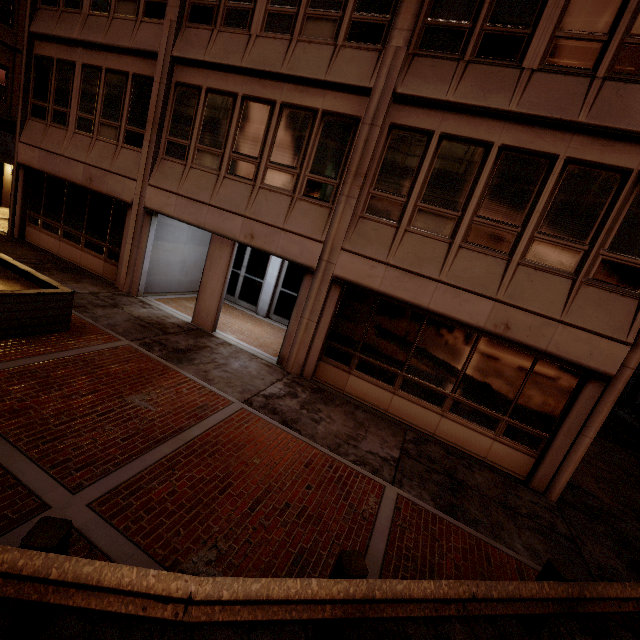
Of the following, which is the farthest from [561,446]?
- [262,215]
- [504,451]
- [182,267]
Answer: A: [182,267]

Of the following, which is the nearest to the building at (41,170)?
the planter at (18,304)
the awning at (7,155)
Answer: the planter at (18,304)

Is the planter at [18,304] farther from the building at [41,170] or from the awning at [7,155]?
the awning at [7,155]

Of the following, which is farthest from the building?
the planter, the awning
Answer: the awning

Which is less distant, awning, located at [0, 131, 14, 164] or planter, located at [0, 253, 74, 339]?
planter, located at [0, 253, 74, 339]

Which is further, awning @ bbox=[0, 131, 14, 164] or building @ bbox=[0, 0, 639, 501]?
awning @ bbox=[0, 131, 14, 164]
